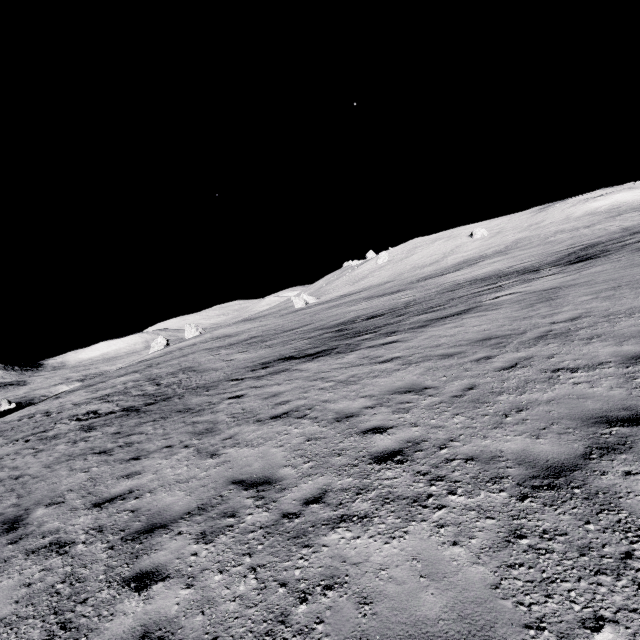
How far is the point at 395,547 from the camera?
3.4 meters
